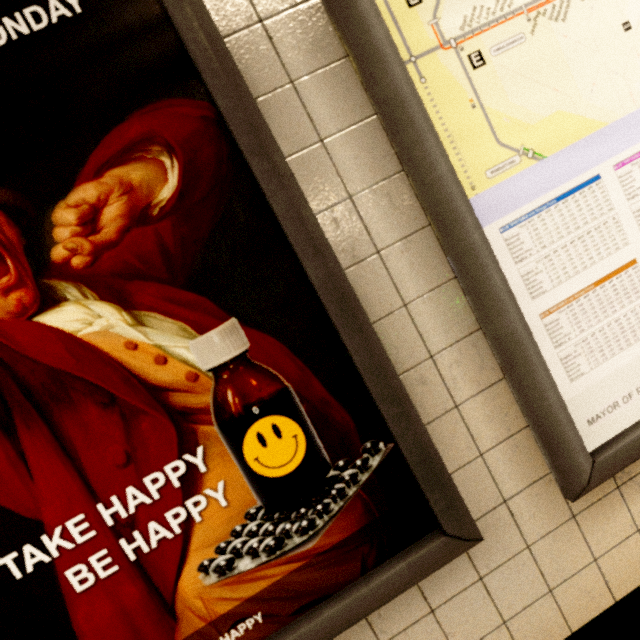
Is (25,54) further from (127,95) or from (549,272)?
(549,272)
